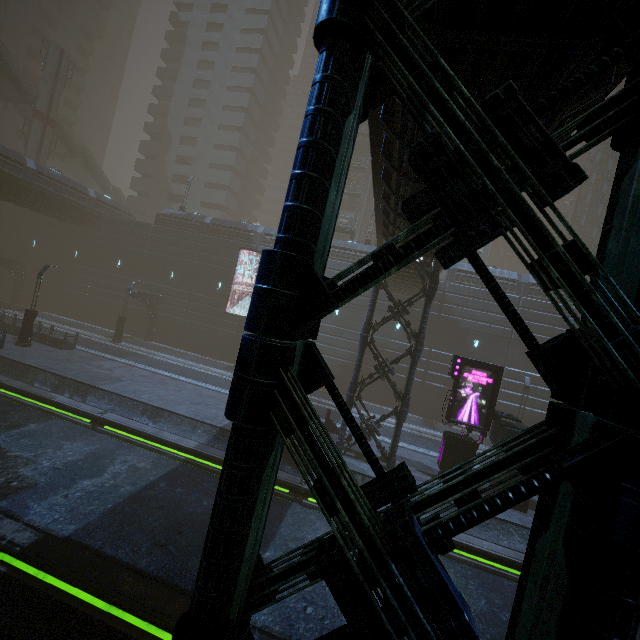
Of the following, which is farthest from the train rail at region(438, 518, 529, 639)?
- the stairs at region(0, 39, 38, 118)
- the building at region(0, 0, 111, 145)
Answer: the building at region(0, 0, 111, 145)

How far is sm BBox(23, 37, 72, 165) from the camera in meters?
36.5

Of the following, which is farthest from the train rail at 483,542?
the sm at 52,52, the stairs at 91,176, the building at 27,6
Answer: the building at 27,6

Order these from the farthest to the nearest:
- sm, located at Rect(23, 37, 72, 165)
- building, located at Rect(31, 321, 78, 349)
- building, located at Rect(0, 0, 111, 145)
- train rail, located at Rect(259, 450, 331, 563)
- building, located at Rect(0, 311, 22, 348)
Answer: building, located at Rect(0, 0, 111, 145)
sm, located at Rect(23, 37, 72, 165)
building, located at Rect(31, 321, 78, 349)
building, located at Rect(0, 311, 22, 348)
train rail, located at Rect(259, 450, 331, 563)

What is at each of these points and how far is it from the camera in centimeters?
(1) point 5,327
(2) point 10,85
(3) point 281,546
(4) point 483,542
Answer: (1) building, 2364cm
(2) stairs, 3622cm
(3) train rail, 1026cm
(4) train rail, 1180cm

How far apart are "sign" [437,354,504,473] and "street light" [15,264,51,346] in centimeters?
2597cm

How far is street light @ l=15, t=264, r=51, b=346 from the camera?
21.0m

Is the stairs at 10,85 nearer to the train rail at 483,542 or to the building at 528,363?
the building at 528,363
